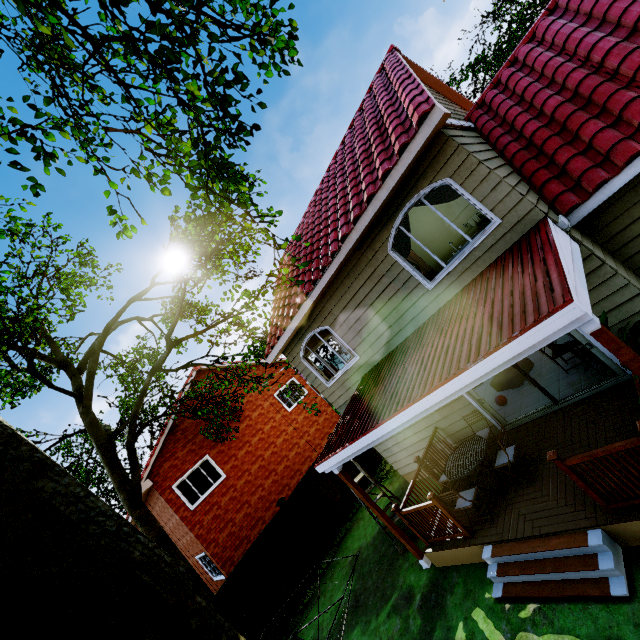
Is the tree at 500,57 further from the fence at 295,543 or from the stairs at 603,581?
the stairs at 603,581

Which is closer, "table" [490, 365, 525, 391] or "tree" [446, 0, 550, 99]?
"table" [490, 365, 525, 391]

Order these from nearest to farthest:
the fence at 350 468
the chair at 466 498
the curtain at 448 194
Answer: the chair at 466 498, the curtain at 448 194, the fence at 350 468

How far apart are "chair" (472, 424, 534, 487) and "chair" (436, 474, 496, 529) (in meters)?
0.41

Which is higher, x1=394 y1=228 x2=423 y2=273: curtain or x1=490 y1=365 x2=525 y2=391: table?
x1=394 y1=228 x2=423 y2=273: curtain

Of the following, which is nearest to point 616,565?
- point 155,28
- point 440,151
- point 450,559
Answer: point 450,559

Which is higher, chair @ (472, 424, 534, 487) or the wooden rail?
chair @ (472, 424, 534, 487)

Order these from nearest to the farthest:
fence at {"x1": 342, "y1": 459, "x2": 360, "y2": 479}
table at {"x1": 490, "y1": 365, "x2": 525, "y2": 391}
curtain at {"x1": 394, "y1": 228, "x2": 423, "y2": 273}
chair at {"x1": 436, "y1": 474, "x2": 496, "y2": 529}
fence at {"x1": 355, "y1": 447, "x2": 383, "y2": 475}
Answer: chair at {"x1": 436, "y1": 474, "x2": 496, "y2": 529}
curtain at {"x1": 394, "y1": 228, "x2": 423, "y2": 273}
table at {"x1": 490, "y1": 365, "x2": 525, "y2": 391}
fence at {"x1": 342, "y1": 459, "x2": 360, "y2": 479}
fence at {"x1": 355, "y1": 447, "x2": 383, "y2": 475}
